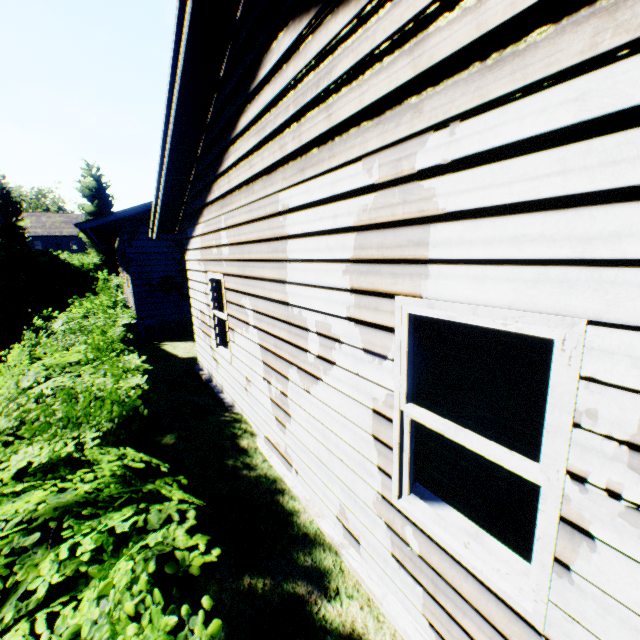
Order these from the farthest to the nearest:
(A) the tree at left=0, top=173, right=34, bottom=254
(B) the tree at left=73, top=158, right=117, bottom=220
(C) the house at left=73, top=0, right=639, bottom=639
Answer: (B) the tree at left=73, top=158, right=117, bottom=220, (A) the tree at left=0, top=173, right=34, bottom=254, (C) the house at left=73, top=0, right=639, bottom=639

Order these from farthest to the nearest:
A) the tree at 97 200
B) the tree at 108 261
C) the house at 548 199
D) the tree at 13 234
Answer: the tree at 108 261
the tree at 97 200
the tree at 13 234
the house at 548 199

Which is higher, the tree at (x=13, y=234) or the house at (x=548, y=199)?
the tree at (x=13, y=234)

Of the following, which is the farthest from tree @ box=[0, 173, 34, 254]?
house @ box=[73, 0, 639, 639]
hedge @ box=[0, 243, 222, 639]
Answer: hedge @ box=[0, 243, 222, 639]

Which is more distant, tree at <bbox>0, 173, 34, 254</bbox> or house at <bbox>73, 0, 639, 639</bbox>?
tree at <bbox>0, 173, 34, 254</bbox>

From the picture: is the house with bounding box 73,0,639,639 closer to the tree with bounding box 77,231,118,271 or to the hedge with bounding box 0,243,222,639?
the hedge with bounding box 0,243,222,639

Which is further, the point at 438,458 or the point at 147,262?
the point at 147,262

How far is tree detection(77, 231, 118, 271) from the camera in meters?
33.0 m
